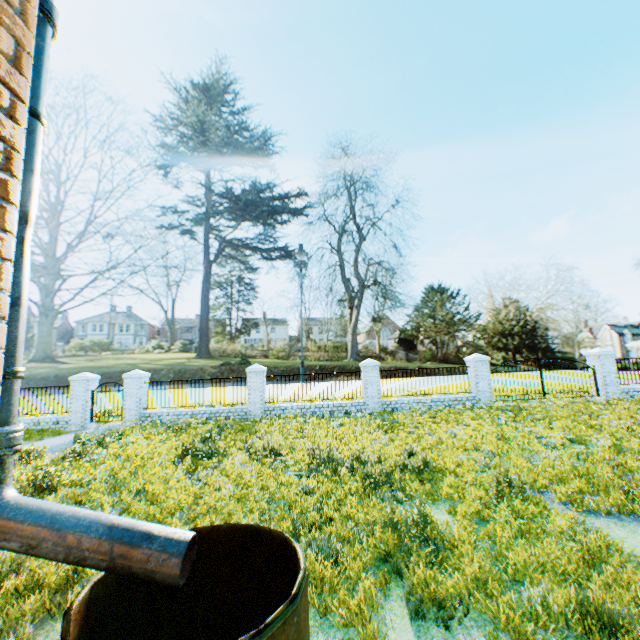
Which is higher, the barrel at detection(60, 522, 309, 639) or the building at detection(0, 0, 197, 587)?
the building at detection(0, 0, 197, 587)

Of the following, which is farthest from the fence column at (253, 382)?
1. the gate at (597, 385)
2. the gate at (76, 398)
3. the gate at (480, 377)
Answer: the gate at (597, 385)

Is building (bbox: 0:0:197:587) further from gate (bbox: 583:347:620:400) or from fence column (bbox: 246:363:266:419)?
gate (bbox: 583:347:620:400)

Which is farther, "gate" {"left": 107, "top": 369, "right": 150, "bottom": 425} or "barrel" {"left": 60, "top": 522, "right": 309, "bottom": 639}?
"gate" {"left": 107, "top": 369, "right": 150, "bottom": 425}

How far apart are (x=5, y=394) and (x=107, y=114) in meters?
77.3 m

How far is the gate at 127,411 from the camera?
14.44m

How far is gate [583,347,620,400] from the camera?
15.1 meters

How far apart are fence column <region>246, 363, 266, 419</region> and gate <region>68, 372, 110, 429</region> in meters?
7.1
